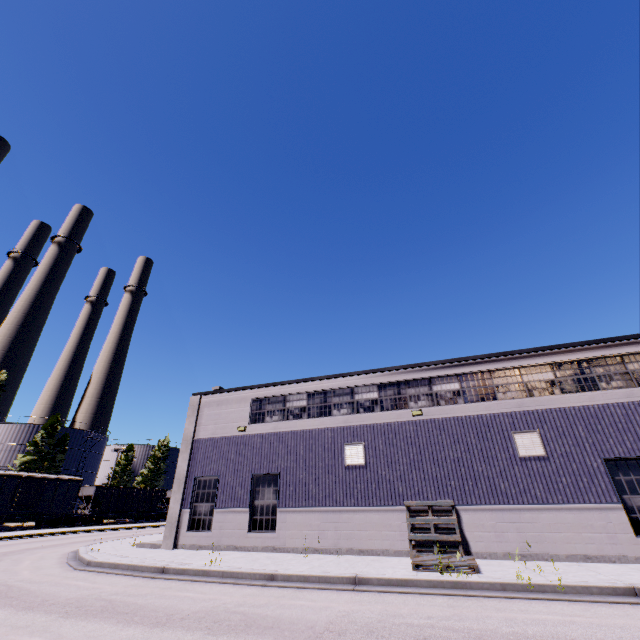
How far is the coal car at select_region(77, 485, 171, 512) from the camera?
39.1 meters

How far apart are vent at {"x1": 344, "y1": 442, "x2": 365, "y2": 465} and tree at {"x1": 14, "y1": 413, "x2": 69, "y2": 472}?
51.8 meters

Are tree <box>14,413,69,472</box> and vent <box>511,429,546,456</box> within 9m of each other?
no

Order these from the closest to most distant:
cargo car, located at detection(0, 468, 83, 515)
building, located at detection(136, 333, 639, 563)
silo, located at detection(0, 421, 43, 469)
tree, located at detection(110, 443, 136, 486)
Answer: building, located at detection(136, 333, 639, 563)
cargo car, located at detection(0, 468, 83, 515)
silo, located at detection(0, 421, 43, 469)
tree, located at detection(110, 443, 136, 486)

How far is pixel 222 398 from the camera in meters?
19.2 m

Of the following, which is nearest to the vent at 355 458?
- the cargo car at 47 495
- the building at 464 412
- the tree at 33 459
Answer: the building at 464 412

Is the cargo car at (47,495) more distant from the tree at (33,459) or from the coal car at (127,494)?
the tree at (33,459)

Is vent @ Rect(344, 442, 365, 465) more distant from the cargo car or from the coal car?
the cargo car
